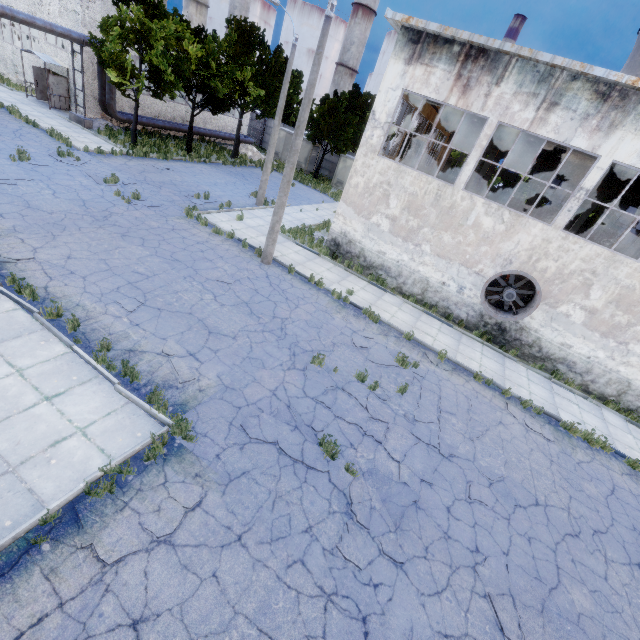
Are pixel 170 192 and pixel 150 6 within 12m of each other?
yes

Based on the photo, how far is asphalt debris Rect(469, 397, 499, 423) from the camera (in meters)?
10.12

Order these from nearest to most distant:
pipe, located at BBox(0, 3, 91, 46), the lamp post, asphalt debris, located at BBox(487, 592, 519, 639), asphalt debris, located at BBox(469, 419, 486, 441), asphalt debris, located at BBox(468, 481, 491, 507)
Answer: asphalt debris, located at BBox(487, 592, 519, 639)
asphalt debris, located at BBox(468, 481, 491, 507)
asphalt debris, located at BBox(469, 419, 486, 441)
the lamp post
pipe, located at BBox(0, 3, 91, 46)

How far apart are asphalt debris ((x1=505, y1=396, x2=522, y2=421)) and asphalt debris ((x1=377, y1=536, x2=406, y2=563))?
6.8 meters

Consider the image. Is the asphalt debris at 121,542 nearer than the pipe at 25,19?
Yes

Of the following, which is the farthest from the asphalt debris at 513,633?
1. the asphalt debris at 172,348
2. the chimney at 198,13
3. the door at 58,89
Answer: the chimney at 198,13

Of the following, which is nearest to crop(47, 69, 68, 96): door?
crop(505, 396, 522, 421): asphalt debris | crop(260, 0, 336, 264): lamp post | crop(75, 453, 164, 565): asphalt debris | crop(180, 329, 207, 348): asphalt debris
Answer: crop(260, 0, 336, 264): lamp post
